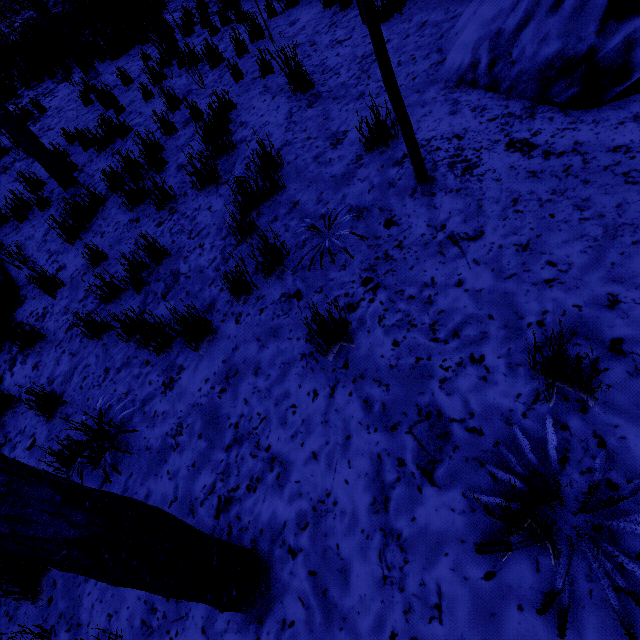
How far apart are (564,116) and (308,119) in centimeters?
274cm

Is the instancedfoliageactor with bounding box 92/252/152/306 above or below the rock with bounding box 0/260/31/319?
below

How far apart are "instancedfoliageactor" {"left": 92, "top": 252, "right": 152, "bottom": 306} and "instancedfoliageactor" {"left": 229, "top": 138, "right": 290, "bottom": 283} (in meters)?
1.50

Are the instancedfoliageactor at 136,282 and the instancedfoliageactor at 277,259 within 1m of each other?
no

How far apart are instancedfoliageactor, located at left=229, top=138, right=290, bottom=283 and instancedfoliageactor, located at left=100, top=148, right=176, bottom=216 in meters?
1.3 m

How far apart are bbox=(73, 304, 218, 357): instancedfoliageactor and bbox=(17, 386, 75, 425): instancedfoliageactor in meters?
0.8 m

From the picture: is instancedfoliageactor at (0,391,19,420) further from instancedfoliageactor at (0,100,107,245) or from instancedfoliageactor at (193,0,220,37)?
instancedfoliageactor at (193,0,220,37)

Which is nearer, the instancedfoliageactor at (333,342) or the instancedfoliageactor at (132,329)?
the instancedfoliageactor at (333,342)
